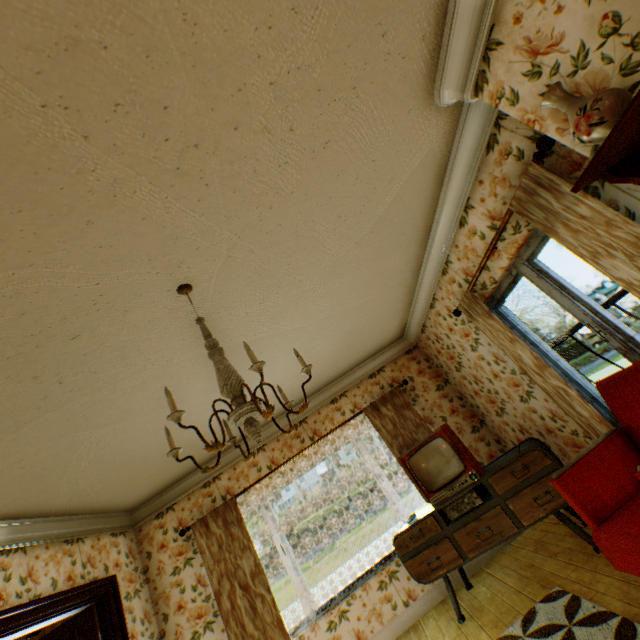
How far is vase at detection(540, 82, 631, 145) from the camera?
1.3m

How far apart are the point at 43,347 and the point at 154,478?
3.31m

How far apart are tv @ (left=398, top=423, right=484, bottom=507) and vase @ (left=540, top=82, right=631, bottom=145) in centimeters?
320cm

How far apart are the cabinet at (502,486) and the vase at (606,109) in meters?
3.0 m

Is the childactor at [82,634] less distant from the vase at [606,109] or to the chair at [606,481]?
the chair at [606,481]

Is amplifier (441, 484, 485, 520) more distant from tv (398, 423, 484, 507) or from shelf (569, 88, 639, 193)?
shelf (569, 88, 639, 193)

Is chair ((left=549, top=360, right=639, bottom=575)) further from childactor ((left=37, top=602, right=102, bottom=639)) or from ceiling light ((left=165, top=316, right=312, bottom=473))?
childactor ((left=37, top=602, right=102, bottom=639))

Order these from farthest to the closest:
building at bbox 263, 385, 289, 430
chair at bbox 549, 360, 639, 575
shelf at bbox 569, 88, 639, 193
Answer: building at bbox 263, 385, 289, 430
chair at bbox 549, 360, 639, 575
shelf at bbox 569, 88, 639, 193
